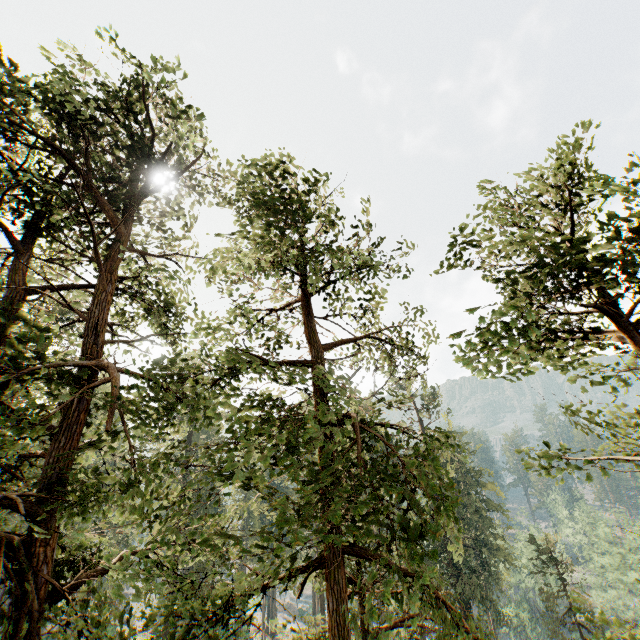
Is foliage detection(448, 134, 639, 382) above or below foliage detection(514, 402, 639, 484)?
above

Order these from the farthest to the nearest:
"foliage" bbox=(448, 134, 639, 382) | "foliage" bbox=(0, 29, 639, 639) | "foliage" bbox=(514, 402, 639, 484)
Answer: "foliage" bbox=(514, 402, 639, 484) < "foliage" bbox=(448, 134, 639, 382) < "foliage" bbox=(0, 29, 639, 639)

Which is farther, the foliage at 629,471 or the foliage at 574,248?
→ the foliage at 629,471

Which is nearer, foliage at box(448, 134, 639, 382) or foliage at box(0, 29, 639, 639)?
foliage at box(0, 29, 639, 639)

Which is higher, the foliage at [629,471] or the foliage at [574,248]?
Result: the foliage at [574,248]

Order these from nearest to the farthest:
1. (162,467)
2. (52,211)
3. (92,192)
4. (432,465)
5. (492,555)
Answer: (432,465), (52,211), (92,192), (162,467), (492,555)
